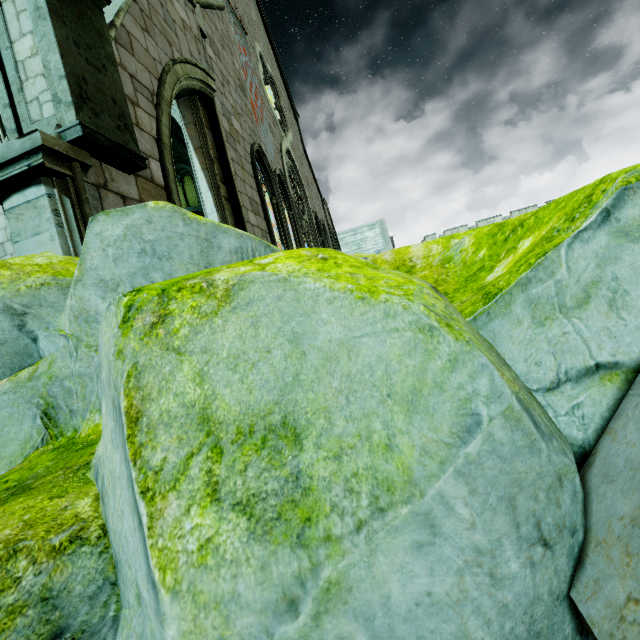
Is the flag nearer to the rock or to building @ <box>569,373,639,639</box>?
building @ <box>569,373,639,639</box>

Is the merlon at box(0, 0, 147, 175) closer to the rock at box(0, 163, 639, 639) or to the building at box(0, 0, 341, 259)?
the building at box(0, 0, 341, 259)

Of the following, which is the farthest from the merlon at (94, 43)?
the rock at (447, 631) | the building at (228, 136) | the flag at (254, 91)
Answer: the flag at (254, 91)

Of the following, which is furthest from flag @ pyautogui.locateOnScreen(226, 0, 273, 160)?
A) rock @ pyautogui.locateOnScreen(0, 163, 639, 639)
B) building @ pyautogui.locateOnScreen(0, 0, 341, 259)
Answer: rock @ pyautogui.locateOnScreen(0, 163, 639, 639)

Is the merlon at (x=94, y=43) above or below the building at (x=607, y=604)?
above

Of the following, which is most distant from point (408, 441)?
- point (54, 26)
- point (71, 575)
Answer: point (54, 26)

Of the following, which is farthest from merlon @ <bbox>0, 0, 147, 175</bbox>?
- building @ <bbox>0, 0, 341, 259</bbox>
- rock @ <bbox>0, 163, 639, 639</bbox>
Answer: rock @ <bbox>0, 163, 639, 639</bbox>
